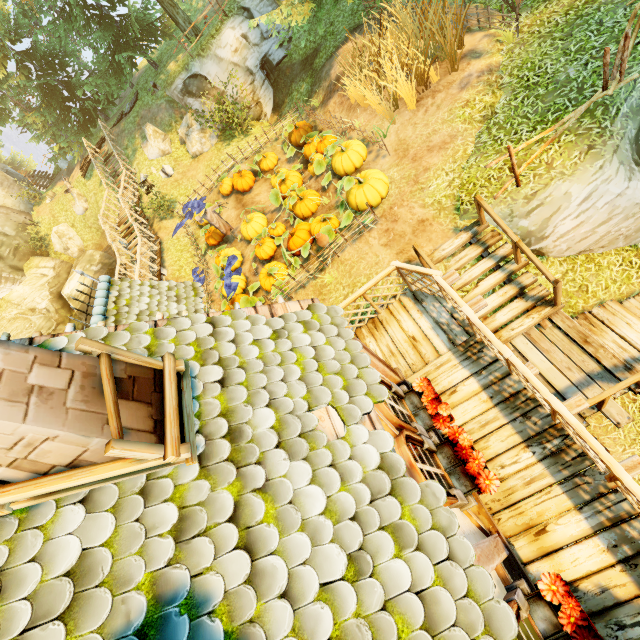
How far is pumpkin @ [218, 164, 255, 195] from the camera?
14.9m

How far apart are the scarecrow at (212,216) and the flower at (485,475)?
10.5m

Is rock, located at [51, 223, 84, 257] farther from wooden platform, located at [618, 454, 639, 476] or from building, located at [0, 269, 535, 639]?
building, located at [0, 269, 535, 639]

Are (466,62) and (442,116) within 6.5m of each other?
yes

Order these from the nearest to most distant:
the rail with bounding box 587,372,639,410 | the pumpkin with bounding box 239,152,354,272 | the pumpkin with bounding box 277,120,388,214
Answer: A: the rail with bounding box 587,372,639,410, the pumpkin with bounding box 277,120,388,214, the pumpkin with bounding box 239,152,354,272

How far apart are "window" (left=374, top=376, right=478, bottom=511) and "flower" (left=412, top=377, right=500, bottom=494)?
0.01m

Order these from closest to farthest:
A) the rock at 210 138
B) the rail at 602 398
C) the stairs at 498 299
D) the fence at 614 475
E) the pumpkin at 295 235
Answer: the fence at 614 475
the rail at 602 398
the stairs at 498 299
the pumpkin at 295 235
the rock at 210 138

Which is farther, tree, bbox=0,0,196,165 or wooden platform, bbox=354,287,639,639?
tree, bbox=0,0,196,165
